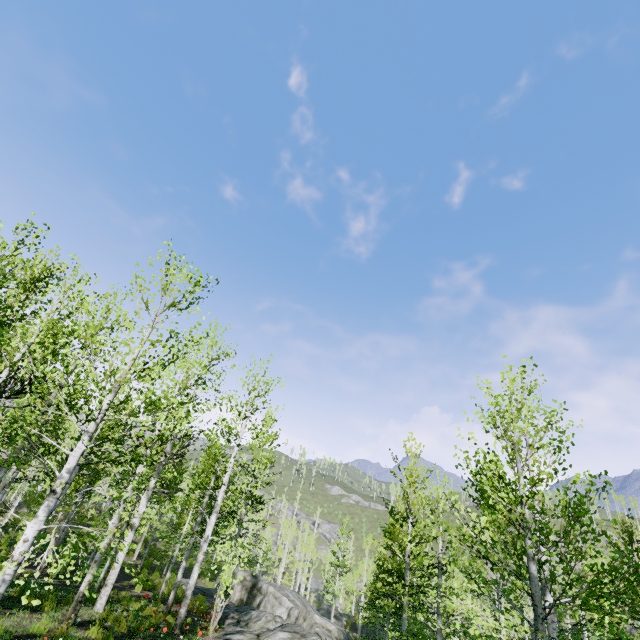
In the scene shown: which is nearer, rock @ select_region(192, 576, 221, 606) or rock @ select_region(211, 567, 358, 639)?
rock @ select_region(211, 567, 358, 639)

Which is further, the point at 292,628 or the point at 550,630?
the point at 292,628

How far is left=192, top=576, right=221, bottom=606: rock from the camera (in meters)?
24.50

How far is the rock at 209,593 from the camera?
24.5 meters

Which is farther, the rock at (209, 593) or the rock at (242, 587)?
the rock at (209, 593)
